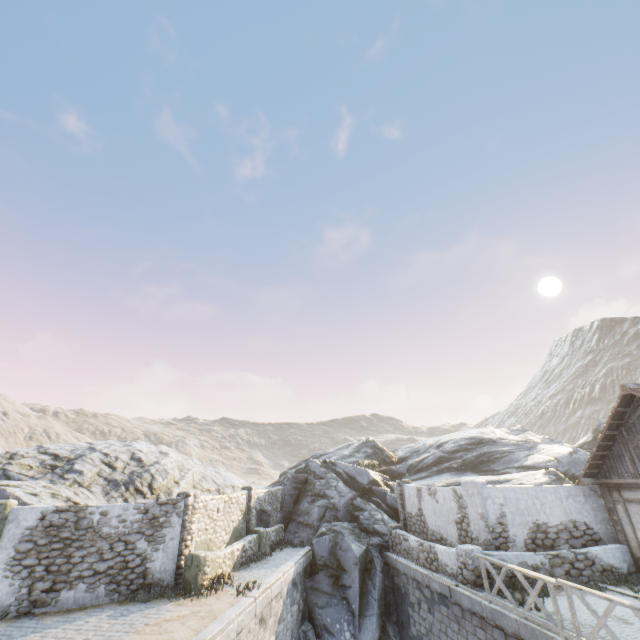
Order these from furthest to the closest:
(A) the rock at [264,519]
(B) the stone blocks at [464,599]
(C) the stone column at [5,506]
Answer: (A) the rock at [264,519]
(C) the stone column at [5,506]
(B) the stone blocks at [464,599]

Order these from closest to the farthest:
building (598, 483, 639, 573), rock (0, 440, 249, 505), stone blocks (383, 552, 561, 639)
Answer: stone blocks (383, 552, 561, 639) → building (598, 483, 639, 573) → rock (0, 440, 249, 505)

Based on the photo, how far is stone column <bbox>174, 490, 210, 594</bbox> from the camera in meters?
11.5

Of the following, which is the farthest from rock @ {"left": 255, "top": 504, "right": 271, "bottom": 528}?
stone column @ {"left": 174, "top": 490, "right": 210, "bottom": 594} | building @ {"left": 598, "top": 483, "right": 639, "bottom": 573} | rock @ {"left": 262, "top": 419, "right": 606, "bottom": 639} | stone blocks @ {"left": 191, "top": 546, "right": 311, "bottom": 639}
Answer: building @ {"left": 598, "top": 483, "right": 639, "bottom": 573}

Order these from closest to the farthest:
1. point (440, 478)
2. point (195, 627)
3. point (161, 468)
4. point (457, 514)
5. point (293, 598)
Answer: point (195, 627) < point (457, 514) < point (293, 598) < point (161, 468) < point (440, 478)

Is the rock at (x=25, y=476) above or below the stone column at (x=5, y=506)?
above

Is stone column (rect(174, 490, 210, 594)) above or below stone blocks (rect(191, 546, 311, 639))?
above

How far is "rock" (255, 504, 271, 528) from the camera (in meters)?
18.86
